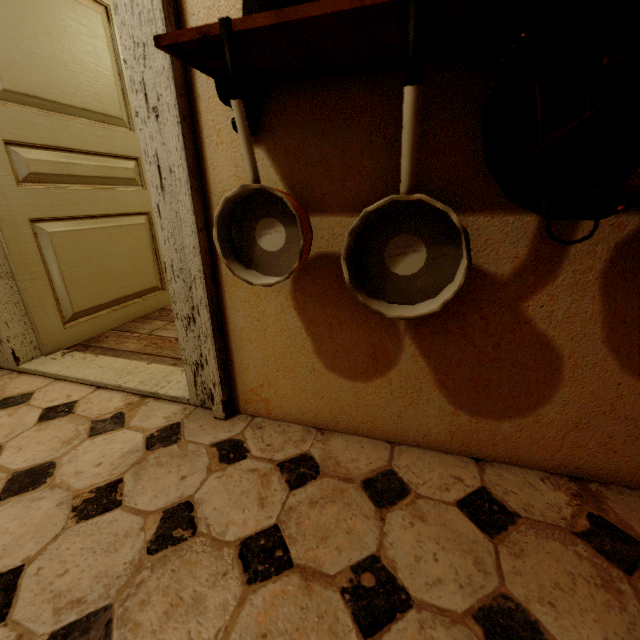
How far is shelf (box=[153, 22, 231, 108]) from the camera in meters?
0.6

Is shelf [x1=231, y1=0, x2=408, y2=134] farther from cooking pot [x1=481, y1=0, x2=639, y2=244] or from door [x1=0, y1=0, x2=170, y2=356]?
door [x1=0, y1=0, x2=170, y2=356]

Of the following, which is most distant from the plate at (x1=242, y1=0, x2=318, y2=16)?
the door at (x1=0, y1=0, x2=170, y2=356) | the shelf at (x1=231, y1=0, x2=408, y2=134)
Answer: the door at (x1=0, y1=0, x2=170, y2=356)

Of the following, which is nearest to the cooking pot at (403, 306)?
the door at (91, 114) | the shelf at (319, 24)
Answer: the shelf at (319, 24)

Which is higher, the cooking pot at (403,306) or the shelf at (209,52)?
the shelf at (209,52)

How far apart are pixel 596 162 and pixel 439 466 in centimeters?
91cm

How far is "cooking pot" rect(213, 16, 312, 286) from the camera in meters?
0.6

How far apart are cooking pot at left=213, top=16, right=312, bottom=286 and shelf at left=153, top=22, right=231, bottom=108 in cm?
10
